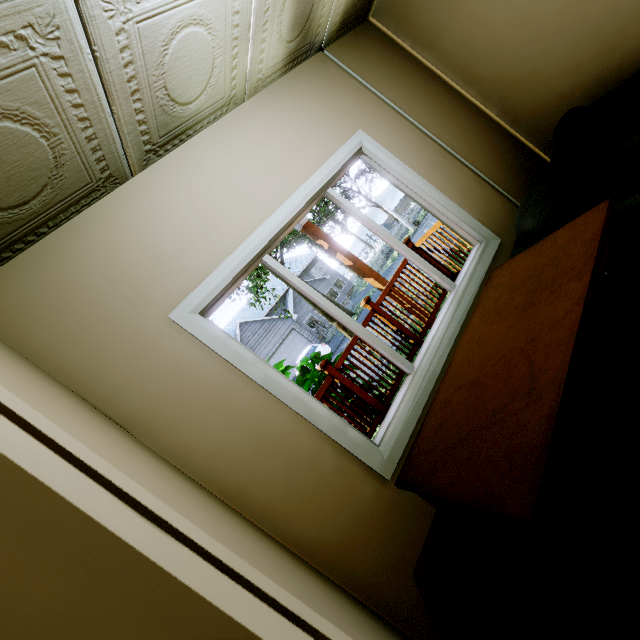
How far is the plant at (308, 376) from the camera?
4.8m

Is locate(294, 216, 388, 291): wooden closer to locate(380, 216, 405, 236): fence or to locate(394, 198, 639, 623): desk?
locate(380, 216, 405, 236): fence

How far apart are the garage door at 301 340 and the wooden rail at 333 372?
20.7m

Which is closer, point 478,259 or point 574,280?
point 574,280

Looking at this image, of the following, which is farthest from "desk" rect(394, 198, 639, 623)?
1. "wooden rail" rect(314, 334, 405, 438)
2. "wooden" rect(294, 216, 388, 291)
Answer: "wooden" rect(294, 216, 388, 291)

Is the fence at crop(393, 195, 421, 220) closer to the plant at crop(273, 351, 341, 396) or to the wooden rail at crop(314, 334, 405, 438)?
the plant at crop(273, 351, 341, 396)

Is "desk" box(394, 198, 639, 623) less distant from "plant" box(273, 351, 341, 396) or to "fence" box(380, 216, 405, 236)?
"plant" box(273, 351, 341, 396)

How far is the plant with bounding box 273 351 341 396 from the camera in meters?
4.8 m
